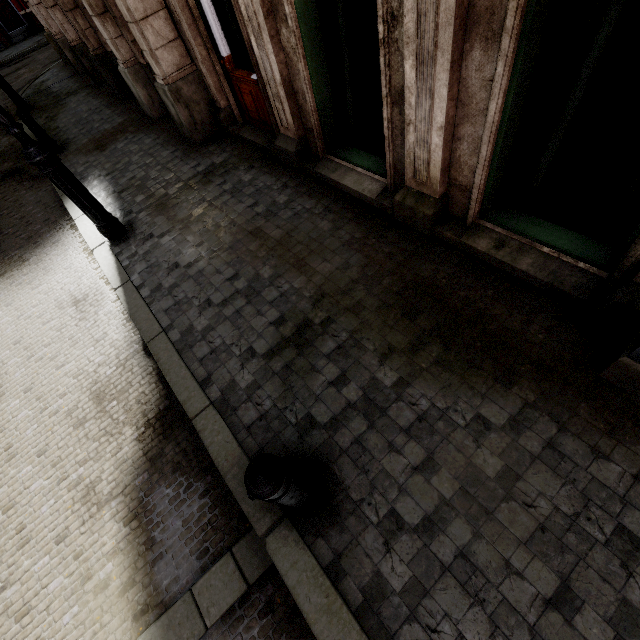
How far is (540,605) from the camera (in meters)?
1.93

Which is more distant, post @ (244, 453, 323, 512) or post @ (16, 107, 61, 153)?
post @ (16, 107, 61, 153)

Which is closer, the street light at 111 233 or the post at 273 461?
the post at 273 461

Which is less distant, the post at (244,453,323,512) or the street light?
the post at (244,453,323,512)

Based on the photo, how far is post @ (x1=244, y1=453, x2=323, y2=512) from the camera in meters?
1.7 m

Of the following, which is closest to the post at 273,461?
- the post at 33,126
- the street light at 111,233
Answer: the street light at 111,233

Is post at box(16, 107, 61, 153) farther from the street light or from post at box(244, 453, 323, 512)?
post at box(244, 453, 323, 512)
